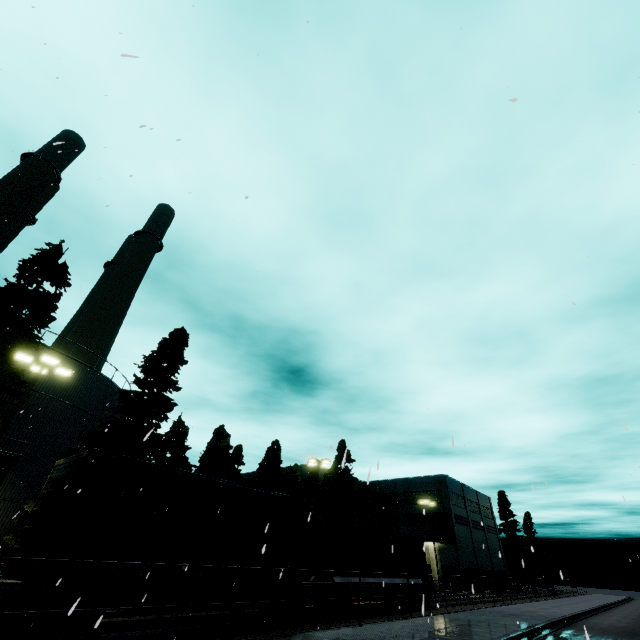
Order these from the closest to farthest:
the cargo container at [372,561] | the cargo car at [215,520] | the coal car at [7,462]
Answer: the coal car at [7,462]
the cargo car at [215,520]
the cargo container at [372,561]

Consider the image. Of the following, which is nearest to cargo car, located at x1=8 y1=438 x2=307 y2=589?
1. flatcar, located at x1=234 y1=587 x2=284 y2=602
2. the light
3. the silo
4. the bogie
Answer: flatcar, located at x1=234 y1=587 x2=284 y2=602

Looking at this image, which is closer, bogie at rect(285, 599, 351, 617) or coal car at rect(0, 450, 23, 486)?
coal car at rect(0, 450, 23, 486)

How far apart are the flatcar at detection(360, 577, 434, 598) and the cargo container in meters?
0.0

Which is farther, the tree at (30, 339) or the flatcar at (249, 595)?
the tree at (30, 339)

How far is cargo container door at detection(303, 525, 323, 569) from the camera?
17.2m

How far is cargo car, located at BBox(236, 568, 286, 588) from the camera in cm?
1296

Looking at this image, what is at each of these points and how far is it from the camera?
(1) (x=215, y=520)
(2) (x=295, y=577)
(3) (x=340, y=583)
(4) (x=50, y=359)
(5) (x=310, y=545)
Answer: (1) cargo car, 16.0m
(2) cargo car, 15.0m
(3) flatcar, 17.1m
(4) light, 16.1m
(5) cargo container door, 17.9m
